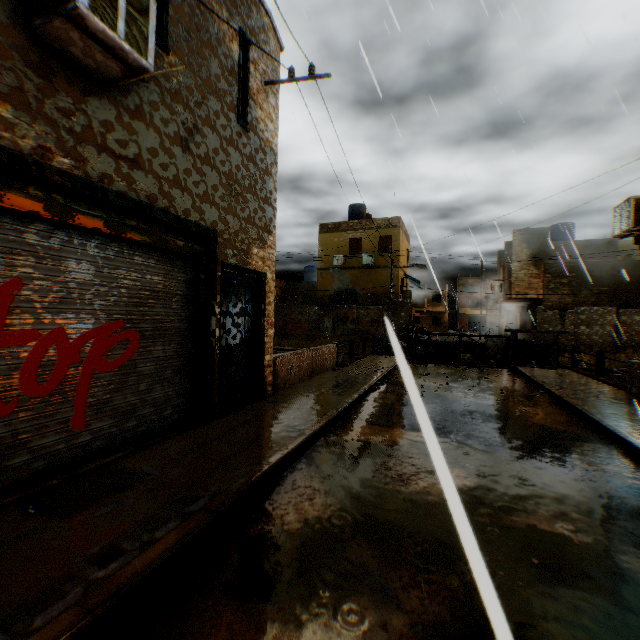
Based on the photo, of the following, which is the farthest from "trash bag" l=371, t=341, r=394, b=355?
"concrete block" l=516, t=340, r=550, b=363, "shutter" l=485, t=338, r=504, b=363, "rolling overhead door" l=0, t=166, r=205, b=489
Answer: "shutter" l=485, t=338, r=504, b=363

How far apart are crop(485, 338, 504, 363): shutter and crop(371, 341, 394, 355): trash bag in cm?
429

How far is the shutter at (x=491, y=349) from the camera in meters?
15.6

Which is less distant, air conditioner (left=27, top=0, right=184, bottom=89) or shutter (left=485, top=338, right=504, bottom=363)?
air conditioner (left=27, top=0, right=184, bottom=89)

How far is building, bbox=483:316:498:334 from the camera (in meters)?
40.84

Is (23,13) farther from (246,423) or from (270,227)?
(246,423)

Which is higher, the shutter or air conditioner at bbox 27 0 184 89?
air conditioner at bbox 27 0 184 89

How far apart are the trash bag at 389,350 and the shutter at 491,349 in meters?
4.3
